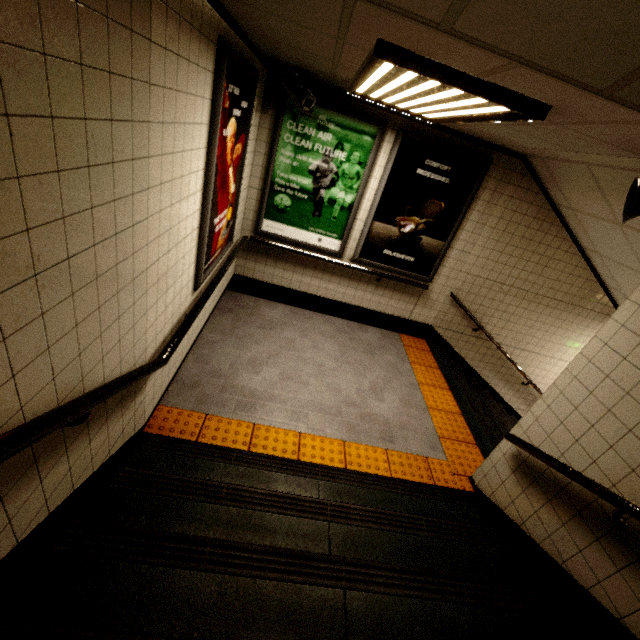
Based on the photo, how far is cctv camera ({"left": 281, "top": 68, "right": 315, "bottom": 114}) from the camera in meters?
3.3 m

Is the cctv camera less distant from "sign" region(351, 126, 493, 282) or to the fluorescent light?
the fluorescent light

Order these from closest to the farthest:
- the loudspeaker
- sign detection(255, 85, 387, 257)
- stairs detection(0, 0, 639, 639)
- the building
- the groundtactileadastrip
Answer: stairs detection(0, 0, 639, 639), the building, the loudspeaker, the groundtactileadastrip, sign detection(255, 85, 387, 257)

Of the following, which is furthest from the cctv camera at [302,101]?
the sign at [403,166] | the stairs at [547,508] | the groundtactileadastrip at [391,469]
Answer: the groundtactileadastrip at [391,469]

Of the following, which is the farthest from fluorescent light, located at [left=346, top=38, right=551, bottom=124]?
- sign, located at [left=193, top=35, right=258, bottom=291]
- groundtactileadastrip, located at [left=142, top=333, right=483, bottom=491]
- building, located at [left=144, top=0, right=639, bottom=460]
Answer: groundtactileadastrip, located at [left=142, top=333, right=483, bottom=491]

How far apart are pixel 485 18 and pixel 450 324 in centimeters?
464cm

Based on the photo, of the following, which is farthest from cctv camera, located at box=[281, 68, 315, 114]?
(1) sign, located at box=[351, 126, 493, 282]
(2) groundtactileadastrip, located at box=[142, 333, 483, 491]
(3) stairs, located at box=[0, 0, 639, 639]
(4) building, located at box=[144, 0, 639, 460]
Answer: (2) groundtactileadastrip, located at box=[142, 333, 483, 491]

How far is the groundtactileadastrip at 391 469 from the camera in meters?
2.9 m
